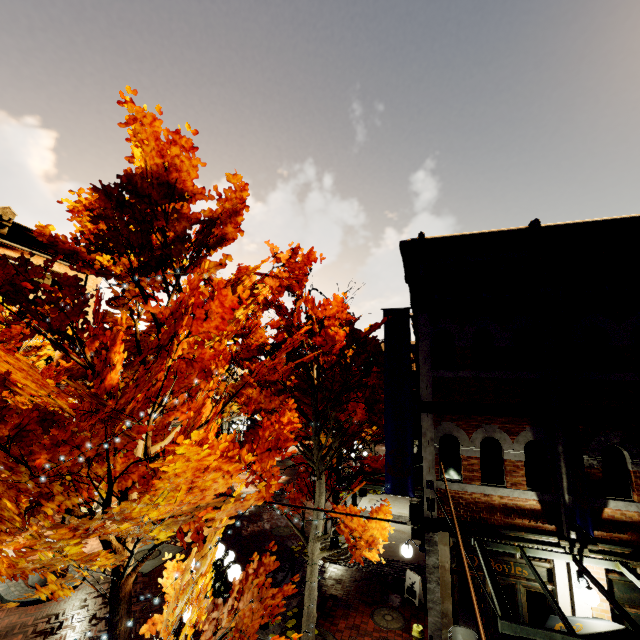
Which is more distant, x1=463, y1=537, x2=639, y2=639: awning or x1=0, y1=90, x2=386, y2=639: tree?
x1=463, y1=537, x2=639, y2=639: awning

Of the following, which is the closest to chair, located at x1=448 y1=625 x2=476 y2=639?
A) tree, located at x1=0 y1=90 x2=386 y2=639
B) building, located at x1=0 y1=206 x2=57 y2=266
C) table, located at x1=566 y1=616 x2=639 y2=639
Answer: building, located at x1=0 y1=206 x2=57 y2=266

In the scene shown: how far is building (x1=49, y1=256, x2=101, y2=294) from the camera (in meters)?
17.76

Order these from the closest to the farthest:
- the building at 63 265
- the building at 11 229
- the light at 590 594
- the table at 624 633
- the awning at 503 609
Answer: the awning at 503 609 → the table at 624 633 → the light at 590 594 → the building at 11 229 → the building at 63 265

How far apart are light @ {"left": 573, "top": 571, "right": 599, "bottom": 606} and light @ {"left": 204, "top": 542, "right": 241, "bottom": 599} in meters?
7.0

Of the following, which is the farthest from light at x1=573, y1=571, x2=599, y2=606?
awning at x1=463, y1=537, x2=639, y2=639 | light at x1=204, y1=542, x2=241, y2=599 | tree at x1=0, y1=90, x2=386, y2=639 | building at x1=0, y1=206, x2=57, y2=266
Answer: light at x1=204, y1=542, x2=241, y2=599

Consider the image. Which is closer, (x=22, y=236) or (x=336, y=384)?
(x=336, y=384)

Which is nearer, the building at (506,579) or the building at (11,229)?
the building at (506,579)
